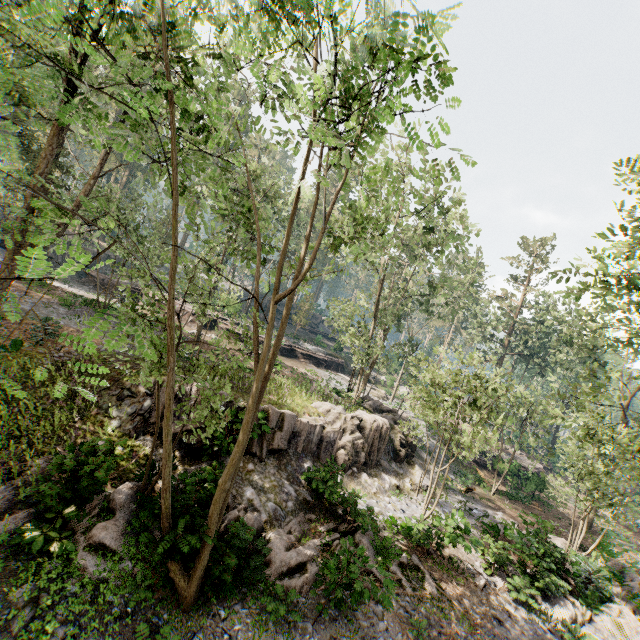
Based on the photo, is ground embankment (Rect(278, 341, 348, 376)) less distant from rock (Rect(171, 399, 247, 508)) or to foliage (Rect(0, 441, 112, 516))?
foliage (Rect(0, 441, 112, 516))

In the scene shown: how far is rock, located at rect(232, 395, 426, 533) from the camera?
12.7 meters

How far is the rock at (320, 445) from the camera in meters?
Answer: 12.7 m

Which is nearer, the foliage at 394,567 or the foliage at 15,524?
the foliage at 15,524

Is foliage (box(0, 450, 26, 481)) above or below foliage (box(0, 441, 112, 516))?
above

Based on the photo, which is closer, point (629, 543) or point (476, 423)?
point (476, 423)

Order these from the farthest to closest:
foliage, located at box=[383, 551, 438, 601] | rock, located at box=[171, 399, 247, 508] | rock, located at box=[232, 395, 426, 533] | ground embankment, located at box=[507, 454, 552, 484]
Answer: ground embankment, located at box=[507, 454, 552, 484]
rock, located at box=[232, 395, 426, 533]
foliage, located at box=[383, 551, 438, 601]
rock, located at box=[171, 399, 247, 508]
